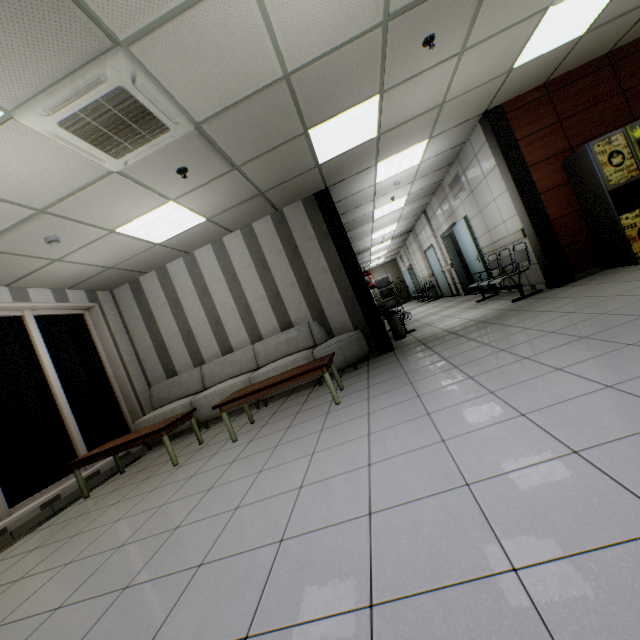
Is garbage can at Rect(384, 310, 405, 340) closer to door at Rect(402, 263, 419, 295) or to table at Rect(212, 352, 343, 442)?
table at Rect(212, 352, 343, 442)

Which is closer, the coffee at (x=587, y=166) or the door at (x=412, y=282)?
the coffee at (x=587, y=166)

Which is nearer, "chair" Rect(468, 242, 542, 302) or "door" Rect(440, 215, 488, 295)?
A: "chair" Rect(468, 242, 542, 302)

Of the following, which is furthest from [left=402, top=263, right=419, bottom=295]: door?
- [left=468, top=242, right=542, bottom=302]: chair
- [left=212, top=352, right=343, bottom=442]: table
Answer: [left=212, top=352, right=343, bottom=442]: table

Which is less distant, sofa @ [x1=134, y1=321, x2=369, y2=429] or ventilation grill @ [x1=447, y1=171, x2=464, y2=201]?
sofa @ [x1=134, y1=321, x2=369, y2=429]

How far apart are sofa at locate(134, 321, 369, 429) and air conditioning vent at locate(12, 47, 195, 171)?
3.4 meters

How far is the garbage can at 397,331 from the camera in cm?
691

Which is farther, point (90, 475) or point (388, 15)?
point (90, 475)
